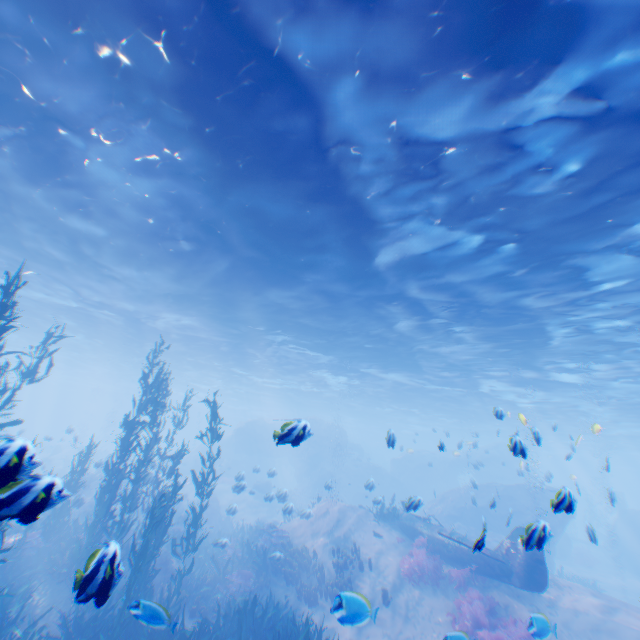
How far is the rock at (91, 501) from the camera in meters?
14.2 m

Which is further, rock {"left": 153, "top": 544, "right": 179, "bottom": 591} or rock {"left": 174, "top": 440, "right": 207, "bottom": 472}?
rock {"left": 174, "top": 440, "right": 207, "bottom": 472}

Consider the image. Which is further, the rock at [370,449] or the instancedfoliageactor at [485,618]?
the rock at [370,449]

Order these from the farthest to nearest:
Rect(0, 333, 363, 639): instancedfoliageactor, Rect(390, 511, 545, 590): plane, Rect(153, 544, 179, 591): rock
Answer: Rect(153, 544, 179, 591): rock, Rect(390, 511, 545, 590): plane, Rect(0, 333, 363, 639): instancedfoliageactor

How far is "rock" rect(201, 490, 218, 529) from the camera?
22.3 meters

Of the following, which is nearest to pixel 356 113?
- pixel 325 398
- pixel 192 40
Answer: pixel 192 40

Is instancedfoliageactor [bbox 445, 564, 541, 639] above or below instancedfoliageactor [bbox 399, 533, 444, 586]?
below
